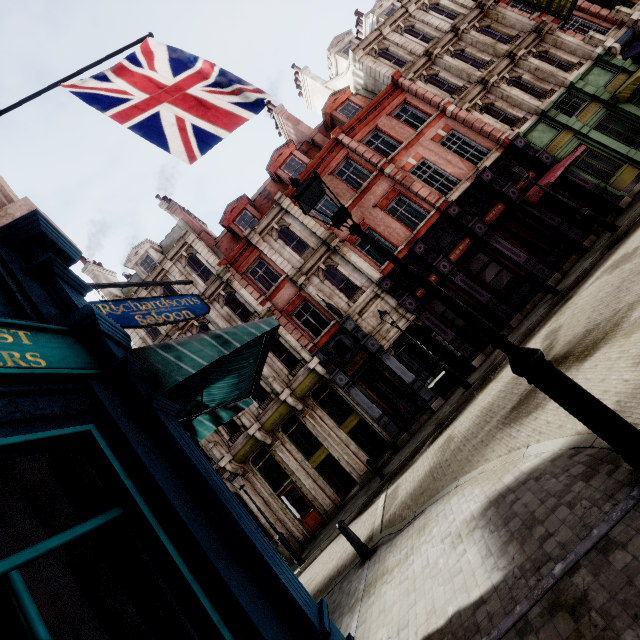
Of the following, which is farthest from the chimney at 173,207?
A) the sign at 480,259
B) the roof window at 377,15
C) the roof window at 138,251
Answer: the roof window at 377,15

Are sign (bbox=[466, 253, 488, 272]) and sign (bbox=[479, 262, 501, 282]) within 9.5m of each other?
yes

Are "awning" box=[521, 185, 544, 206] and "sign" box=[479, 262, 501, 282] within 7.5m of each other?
yes

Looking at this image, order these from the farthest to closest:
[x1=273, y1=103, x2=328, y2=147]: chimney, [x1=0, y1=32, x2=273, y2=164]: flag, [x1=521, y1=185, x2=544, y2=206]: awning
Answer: [x1=273, y1=103, x2=328, y2=147]: chimney, [x1=521, y1=185, x2=544, y2=206]: awning, [x1=0, y1=32, x2=273, y2=164]: flag

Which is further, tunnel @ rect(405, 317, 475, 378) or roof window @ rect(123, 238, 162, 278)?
roof window @ rect(123, 238, 162, 278)

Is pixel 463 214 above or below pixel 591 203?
above

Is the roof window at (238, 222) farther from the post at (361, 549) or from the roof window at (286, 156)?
the post at (361, 549)

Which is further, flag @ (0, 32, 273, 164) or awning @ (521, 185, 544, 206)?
awning @ (521, 185, 544, 206)
